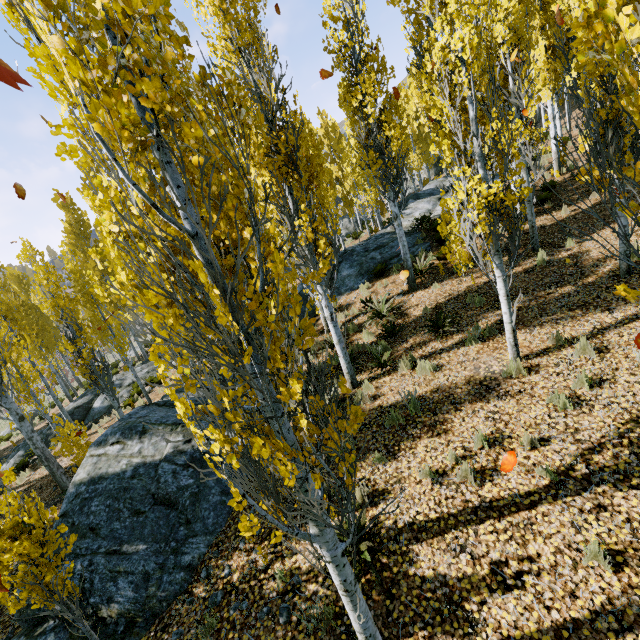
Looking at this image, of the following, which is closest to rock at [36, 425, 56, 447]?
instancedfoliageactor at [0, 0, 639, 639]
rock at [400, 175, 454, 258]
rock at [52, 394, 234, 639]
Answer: instancedfoliageactor at [0, 0, 639, 639]

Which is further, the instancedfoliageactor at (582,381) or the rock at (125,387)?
the rock at (125,387)

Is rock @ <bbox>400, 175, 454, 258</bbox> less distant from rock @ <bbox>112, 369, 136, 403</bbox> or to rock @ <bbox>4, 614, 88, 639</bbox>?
rock @ <bbox>4, 614, 88, 639</bbox>

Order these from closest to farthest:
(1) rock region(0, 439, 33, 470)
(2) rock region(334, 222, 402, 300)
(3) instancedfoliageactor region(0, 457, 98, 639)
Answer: (3) instancedfoliageactor region(0, 457, 98, 639) < (2) rock region(334, 222, 402, 300) < (1) rock region(0, 439, 33, 470)

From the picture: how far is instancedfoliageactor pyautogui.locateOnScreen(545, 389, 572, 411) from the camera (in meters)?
5.17

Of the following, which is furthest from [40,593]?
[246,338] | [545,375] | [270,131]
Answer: [545,375]

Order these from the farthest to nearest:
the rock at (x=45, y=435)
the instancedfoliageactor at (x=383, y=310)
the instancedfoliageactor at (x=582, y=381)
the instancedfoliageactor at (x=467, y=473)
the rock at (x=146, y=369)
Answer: the rock at (x=146, y=369) → the rock at (x=45, y=435) → the instancedfoliageactor at (x=383, y=310) → the instancedfoliageactor at (x=582, y=381) → the instancedfoliageactor at (x=467, y=473)

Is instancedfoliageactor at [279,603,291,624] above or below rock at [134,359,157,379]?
below
